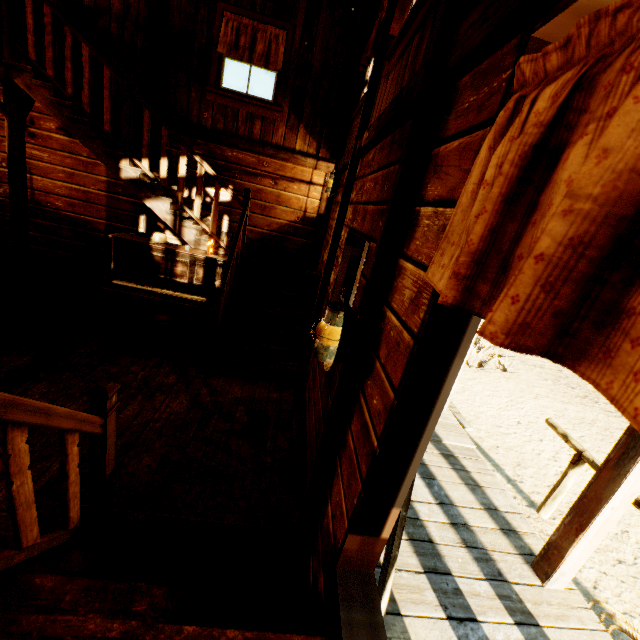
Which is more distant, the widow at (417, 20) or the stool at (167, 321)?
the stool at (167, 321)

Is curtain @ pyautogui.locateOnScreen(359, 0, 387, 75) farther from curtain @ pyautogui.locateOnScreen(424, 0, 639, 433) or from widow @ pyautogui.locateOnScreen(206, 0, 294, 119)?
curtain @ pyautogui.locateOnScreen(424, 0, 639, 433)

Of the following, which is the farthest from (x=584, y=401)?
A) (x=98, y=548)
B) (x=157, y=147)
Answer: (x=157, y=147)

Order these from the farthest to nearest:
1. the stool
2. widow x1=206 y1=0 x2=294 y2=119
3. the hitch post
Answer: widow x1=206 y1=0 x2=294 y2=119 < the stool < the hitch post

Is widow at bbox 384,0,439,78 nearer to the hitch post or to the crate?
the hitch post

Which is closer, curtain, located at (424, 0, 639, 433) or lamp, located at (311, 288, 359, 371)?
curtain, located at (424, 0, 639, 433)

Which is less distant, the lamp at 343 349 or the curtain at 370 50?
the lamp at 343 349

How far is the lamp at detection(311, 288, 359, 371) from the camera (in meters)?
1.64
